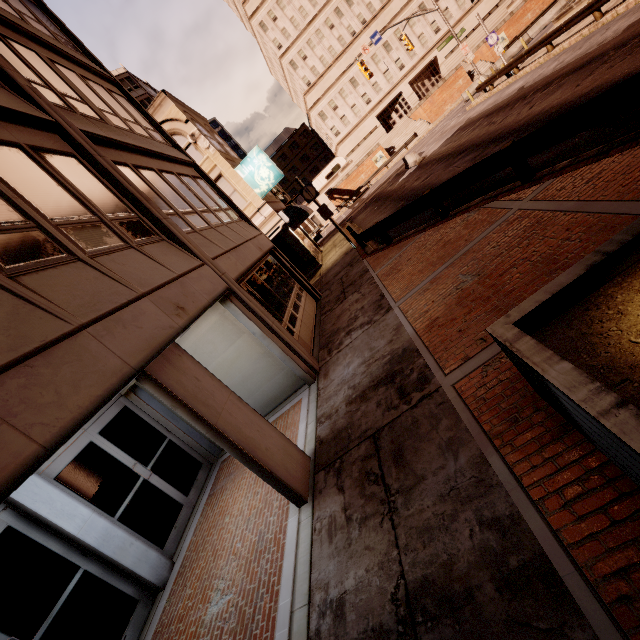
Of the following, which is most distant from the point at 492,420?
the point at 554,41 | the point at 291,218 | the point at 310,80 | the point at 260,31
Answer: the point at 260,31

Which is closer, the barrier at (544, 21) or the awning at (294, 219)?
the awning at (294, 219)

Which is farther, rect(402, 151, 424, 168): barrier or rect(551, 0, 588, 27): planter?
rect(402, 151, 424, 168): barrier

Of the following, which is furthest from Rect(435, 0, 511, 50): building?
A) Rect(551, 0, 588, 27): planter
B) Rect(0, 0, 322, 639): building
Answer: Rect(551, 0, 588, 27): planter

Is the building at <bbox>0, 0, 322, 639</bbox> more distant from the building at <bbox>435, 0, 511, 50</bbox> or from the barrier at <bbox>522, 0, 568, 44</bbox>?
the building at <bbox>435, 0, 511, 50</bbox>

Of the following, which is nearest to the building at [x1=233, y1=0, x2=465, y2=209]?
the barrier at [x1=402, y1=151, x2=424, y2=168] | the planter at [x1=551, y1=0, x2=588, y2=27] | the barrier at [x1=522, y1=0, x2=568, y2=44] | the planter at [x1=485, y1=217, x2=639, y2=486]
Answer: the barrier at [x1=522, y1=0, x2=568, y2=44]

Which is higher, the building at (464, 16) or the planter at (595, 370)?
the building at (464, 16)

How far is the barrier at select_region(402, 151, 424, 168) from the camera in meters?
25.2
